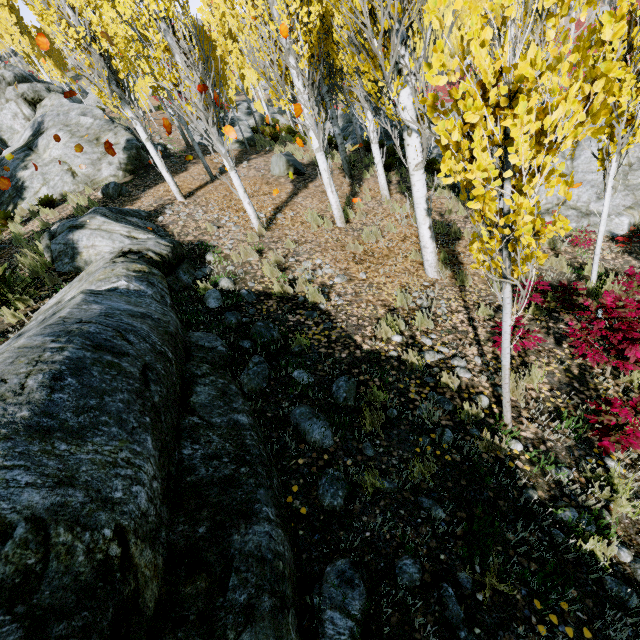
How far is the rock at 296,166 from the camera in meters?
12.5 m

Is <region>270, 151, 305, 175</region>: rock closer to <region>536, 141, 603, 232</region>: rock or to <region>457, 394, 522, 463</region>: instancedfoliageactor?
<region>457, 394, 522, 463</region>: instancedfoliageactor

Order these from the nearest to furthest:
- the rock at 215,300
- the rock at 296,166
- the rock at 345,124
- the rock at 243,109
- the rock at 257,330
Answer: the rock at 257,330, the rock at 215,300, the rock at 296,166, the rock at 243,109, the rock at 345,124

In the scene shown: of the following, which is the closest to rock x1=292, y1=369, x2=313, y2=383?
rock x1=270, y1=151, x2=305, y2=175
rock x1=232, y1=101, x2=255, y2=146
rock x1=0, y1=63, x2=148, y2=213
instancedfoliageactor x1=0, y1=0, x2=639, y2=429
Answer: instancedfoliageactor x1=0, y1=0, x2=639, y2=429

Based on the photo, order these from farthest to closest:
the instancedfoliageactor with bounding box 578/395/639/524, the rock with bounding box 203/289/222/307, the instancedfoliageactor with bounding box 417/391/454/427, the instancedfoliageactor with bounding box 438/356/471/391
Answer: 1. the rock with bounding box 203/289/222/307
2. the instancedfoliageactor with bounding box 438/356/471/391
3. the instancedfoliageactor with bounding box 417/391/454/427
4. the instancedfoliageactor with bounding box 578/395/639/524

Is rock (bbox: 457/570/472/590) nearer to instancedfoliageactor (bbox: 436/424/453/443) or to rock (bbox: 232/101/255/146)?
instancedfoliageactor (bbox: 436/424/453/443)

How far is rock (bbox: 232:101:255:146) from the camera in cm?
1692

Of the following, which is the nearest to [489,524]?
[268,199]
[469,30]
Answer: [268,199]
